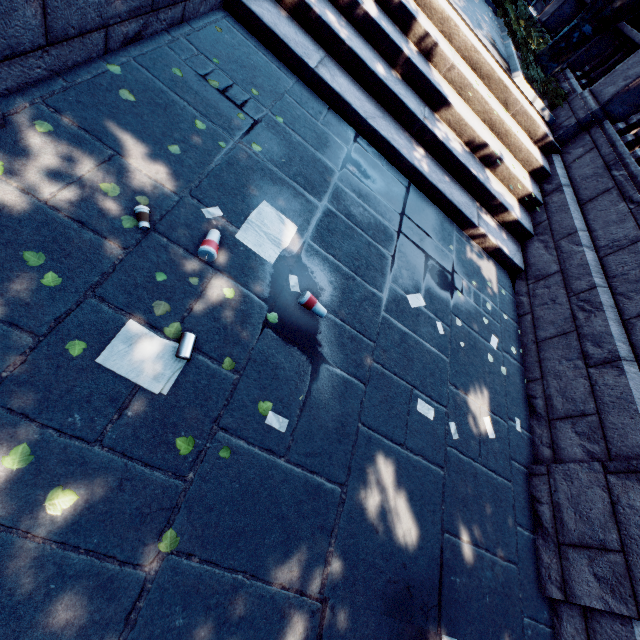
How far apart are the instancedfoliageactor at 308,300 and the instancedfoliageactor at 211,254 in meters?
0.8

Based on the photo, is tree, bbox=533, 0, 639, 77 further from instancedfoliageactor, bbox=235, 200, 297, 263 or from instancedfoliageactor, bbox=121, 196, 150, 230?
instancedfoliageactor, bbox=121, 196, 150, 230

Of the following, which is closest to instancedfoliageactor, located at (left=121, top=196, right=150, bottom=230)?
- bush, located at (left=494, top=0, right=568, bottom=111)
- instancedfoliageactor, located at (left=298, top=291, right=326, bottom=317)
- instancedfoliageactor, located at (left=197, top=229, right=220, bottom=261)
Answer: instancedfoliageactor, located at (left=197, top=229, right=220, bottom=261)

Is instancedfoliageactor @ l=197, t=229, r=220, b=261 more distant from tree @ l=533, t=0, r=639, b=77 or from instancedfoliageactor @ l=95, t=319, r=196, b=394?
tree @ l=533, t=0, r=639, b=77

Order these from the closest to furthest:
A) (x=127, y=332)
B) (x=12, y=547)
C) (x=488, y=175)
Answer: (x=12, y=547) < (x=127, y=332) < (x=488, y=175)

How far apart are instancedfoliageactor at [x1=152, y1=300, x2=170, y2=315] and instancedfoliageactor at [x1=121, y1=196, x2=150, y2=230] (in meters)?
0.66

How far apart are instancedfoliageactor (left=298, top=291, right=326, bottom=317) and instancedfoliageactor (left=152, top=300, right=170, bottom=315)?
1.2 meters

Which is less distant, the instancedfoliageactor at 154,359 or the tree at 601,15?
the instancedfoliageactor at 154,359
